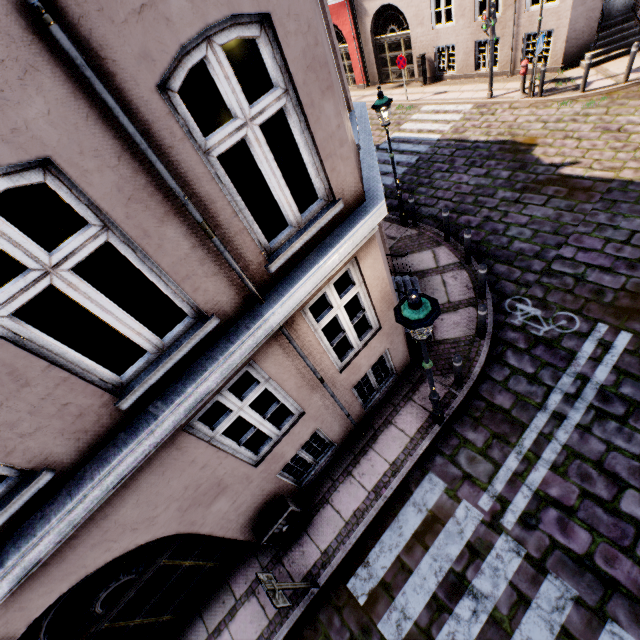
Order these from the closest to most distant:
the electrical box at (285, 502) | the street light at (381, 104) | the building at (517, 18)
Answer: the electrical box at (285, 502) < the street light at (381, 104) < the building at (517, 18)

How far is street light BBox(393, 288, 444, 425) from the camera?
3.63m

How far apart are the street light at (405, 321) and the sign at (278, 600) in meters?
3.6

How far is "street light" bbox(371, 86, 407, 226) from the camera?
7.6m

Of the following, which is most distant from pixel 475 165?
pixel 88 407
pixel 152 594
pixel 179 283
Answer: pixel 152 594

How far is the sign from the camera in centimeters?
409cm

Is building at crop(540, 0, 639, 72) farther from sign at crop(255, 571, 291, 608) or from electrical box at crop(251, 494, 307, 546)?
sign at crop(255, 571, 291, 608)

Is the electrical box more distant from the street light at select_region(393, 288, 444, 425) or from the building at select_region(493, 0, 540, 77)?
the street light at select_region(393, 288, 444, 425)
